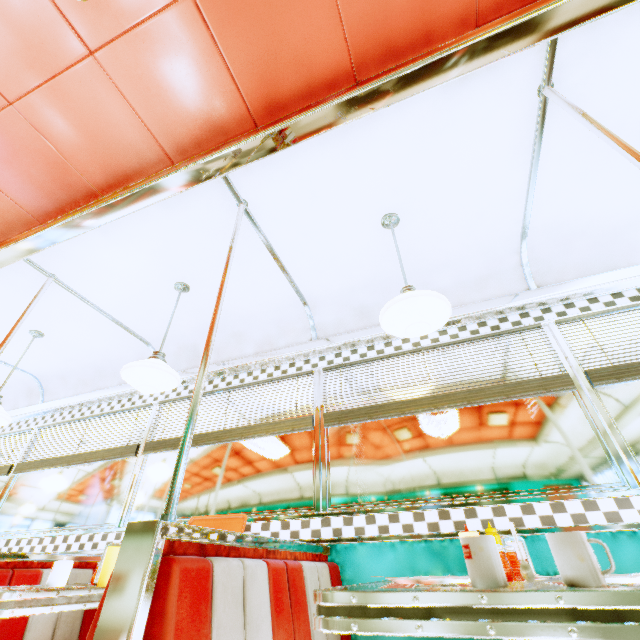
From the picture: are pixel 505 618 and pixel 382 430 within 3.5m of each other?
yes

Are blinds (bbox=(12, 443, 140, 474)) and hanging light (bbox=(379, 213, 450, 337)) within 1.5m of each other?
no

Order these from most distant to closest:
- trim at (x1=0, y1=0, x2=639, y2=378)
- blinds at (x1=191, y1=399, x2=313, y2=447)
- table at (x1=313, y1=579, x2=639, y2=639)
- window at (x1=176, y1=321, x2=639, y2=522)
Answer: blinds at (x1=191, y1=399, x2=313, y2=447) < window at (x1=176, y1=321, x2=639, y2=522) < trim at (x1=0, y1=0, x2=639, y2=378) < table at (x1=313, y1=579, x2=639, y2=639)

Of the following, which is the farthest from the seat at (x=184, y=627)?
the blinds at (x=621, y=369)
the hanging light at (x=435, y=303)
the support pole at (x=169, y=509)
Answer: the blinds at (x=621, y=369)

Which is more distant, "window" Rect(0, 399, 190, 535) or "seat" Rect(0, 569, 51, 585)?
"window" Rect(0, 399, 190, 535)

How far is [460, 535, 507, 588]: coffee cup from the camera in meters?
0.8 m

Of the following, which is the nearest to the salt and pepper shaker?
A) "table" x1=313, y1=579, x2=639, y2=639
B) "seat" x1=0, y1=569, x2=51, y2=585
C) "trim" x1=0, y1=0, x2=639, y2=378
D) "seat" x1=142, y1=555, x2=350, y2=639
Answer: "table" x1=313, y1=579, x2=639, y2=639

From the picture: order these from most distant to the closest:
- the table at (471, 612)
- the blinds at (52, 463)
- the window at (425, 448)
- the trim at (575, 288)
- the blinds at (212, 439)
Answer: the blinds at (52, 463), the blinds at (212, 439), the window at (425, 448), the trim at (575, 288), the table at (471, 612)
